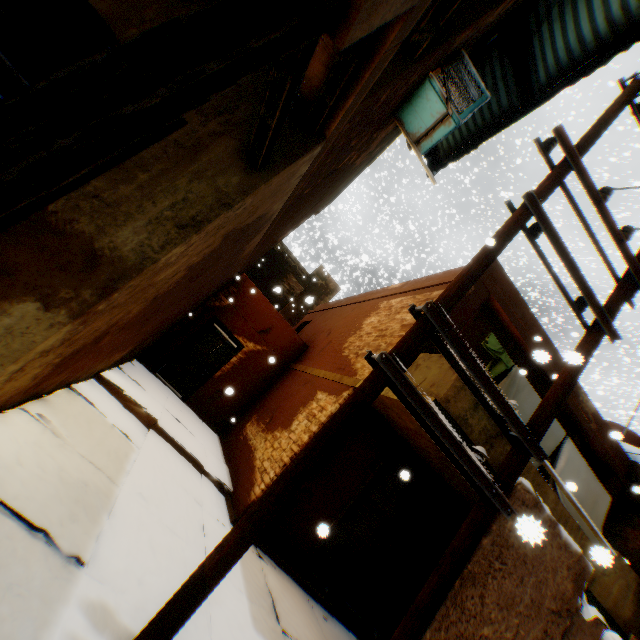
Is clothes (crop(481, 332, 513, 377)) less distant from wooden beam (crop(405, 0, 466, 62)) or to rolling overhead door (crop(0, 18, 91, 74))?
wooden beam (crop(405, 0, 466, 62))

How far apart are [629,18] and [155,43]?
5.8m

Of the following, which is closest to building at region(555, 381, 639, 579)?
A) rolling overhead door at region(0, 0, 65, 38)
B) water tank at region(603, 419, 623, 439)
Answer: rolling overhead door at region(0, 0, 65, 38)

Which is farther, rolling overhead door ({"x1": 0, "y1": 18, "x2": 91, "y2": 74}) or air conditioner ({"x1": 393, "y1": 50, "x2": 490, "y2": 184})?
air conditioner ({"x1": 393, "y1": 50, "x2": 490, "y2": 184})

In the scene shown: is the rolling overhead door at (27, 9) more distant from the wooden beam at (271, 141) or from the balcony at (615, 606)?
the balcony at (615, 606)

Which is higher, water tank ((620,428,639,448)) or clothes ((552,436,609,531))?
water tank ((620,428,639,448))

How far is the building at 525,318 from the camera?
6.61m

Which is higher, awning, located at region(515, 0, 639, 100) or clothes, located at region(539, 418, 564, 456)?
awning, located at region(515, 0, 639, 100)
